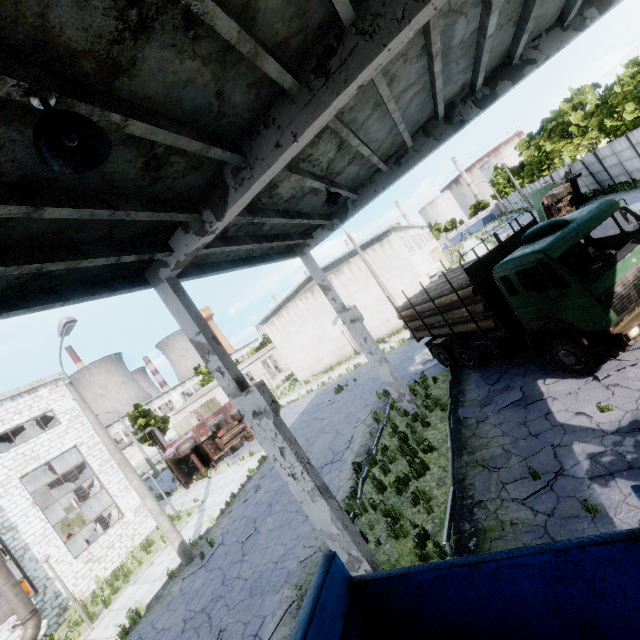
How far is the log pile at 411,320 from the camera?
13.83m

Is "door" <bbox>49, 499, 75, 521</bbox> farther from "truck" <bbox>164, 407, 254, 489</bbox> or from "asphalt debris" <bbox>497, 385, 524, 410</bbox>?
"asphalt debris" <bbox>497, 385, 524, 410</bbox>

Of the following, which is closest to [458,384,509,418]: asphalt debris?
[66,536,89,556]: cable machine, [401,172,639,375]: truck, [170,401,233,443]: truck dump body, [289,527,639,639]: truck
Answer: [401,172,639,375]: truck

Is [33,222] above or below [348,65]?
above

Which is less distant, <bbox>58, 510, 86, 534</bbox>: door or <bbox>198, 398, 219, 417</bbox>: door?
<bbox>58, 510, 86, 534</bbox>: door

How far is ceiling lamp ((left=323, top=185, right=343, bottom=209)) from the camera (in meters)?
8.11

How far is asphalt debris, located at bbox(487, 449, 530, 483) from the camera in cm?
692

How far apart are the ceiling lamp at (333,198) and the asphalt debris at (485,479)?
7.4m
